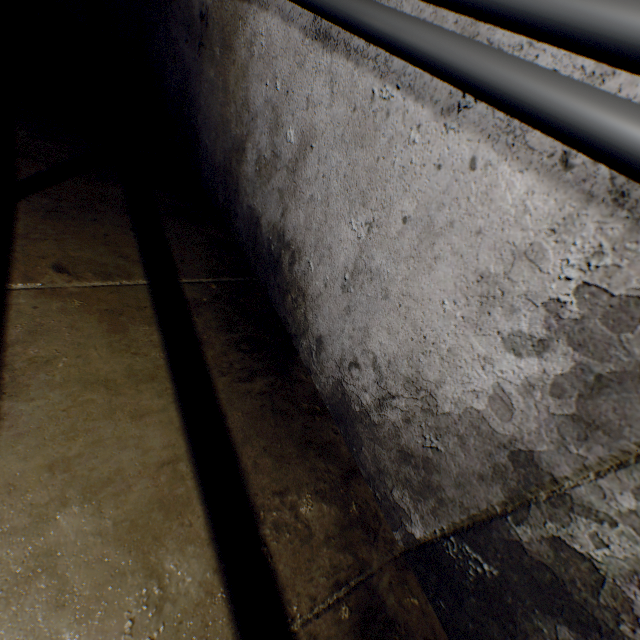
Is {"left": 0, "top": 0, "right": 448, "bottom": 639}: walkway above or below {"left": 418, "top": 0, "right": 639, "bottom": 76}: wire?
below

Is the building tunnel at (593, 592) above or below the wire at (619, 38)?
below

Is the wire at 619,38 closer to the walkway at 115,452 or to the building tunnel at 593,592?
the building tunnel at 593,592

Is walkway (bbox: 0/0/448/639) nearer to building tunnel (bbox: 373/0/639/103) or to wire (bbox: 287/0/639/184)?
building tunnel (bbox: 373/0/639/103)

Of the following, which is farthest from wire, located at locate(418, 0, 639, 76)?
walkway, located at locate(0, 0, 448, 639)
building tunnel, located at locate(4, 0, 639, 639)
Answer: walkway, located at locate(0, 0, 448, 639)

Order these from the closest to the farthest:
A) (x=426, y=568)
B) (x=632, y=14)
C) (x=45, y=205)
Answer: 1. (x=632, y=14)
2. (x=426, y=568)
3. (x=45, y=205)
